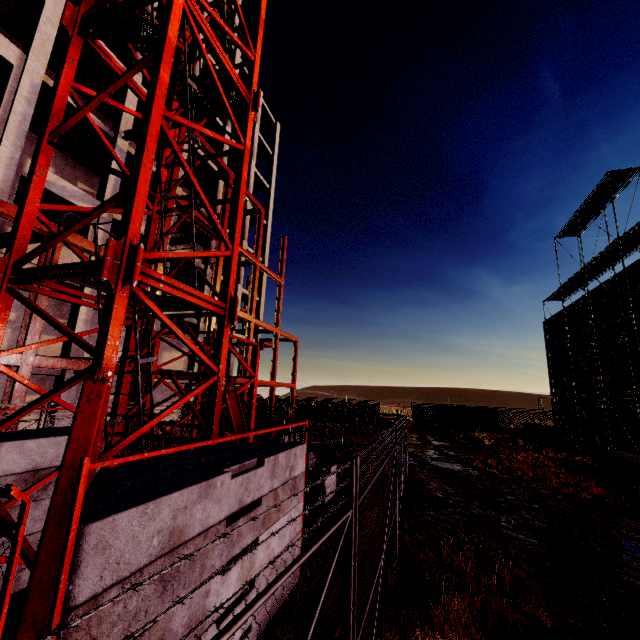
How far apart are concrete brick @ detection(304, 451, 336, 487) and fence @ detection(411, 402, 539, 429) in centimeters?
2733cm

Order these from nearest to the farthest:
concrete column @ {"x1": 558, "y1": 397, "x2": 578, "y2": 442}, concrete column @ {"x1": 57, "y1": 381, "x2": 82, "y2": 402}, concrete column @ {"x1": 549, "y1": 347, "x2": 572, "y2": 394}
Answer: concrete column @ {"x1": 57, "y1": 381, "x2": 82, "y2": 402}, concrete column @ {"x1": 558, "y1": 397, "x2": 578, "y2": 442}, concrete column @ {"x1": 549, "y1": 347, "x2": 572, "y2": 394}

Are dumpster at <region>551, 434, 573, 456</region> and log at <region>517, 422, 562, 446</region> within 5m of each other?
yes

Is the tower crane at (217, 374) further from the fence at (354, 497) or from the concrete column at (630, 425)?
the concrete column at (630, 425)

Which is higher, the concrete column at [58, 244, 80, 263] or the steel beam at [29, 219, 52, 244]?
the concrete column at [58, 244, 80, 263]

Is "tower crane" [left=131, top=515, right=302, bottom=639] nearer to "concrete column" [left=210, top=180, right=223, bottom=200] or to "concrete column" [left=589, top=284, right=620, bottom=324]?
"concrete column" [left=210, top=180, right=223, bottom=200]

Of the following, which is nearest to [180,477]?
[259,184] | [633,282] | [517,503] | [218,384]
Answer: [218,384]

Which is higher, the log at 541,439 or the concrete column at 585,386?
the concrete column at 585,386
